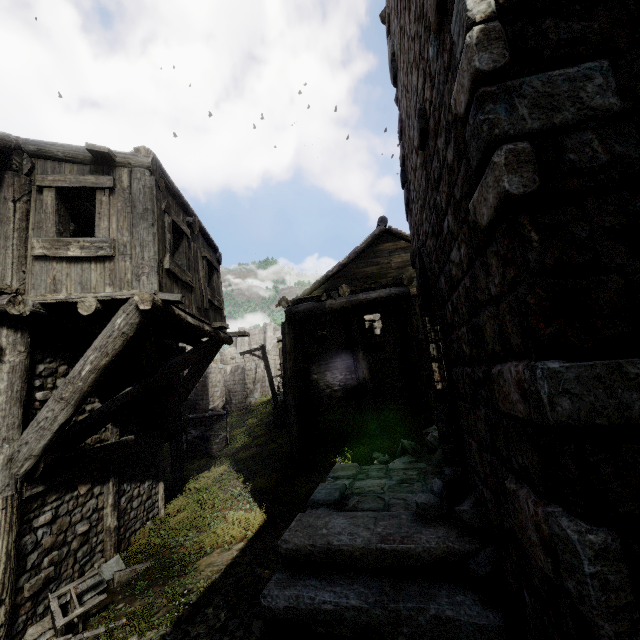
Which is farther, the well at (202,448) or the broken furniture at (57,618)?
the well at (202,448)

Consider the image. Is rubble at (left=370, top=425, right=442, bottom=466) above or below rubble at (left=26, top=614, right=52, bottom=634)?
above

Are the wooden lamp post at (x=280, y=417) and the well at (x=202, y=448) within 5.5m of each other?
yes

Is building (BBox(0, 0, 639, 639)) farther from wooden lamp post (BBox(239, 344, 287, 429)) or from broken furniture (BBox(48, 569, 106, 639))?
wooden lamp post (BBox(239, 344, 287, 429))

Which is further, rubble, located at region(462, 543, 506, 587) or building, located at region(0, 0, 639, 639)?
rubble, located at region(462, 543, 506, 587)

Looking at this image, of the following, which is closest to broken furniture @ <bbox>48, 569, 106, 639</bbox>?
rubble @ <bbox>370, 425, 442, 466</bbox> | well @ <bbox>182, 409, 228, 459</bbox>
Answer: rubble @ <bbox>370, 425, 442, 466</bbox>

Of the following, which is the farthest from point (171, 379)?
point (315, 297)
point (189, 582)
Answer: point (315, 297)

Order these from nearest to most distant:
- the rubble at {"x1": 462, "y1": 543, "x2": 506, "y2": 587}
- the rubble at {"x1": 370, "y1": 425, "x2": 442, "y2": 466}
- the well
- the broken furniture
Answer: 1. the rubble at {"x1": 462, "y1": 543, "x2": 506, "y2": 587}
2. the broken furniture
3. the rubble at {"x1": 370, "y1": 425, "x2": 442, "y2": 466}
4. the well
